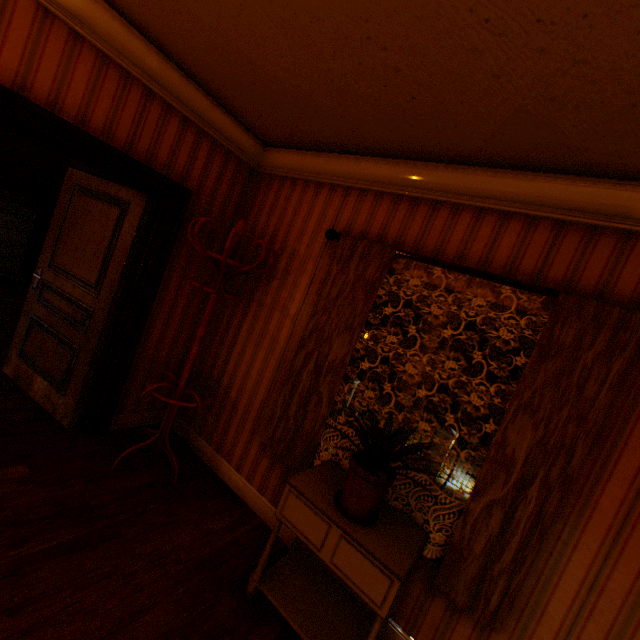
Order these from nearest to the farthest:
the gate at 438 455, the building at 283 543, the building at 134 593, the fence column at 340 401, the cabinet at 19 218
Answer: the building at 134 593 < the building at 283 543 < the cabinet at 19 218 < the gate at 438 455 < the fence column at 340 401

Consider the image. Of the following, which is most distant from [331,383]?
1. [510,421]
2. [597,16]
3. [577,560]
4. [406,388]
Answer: [597,16]

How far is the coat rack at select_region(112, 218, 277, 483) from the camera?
2.7 meters

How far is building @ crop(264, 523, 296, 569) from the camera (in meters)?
2.44

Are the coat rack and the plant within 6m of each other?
yes

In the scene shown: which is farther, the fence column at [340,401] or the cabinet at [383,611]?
the fence column at [340,401]

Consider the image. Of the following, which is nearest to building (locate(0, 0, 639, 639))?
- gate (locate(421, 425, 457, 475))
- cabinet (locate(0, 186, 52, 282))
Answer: cabinet (locate(0, 186, 52, 282))

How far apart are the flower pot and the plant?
0.0 meters
